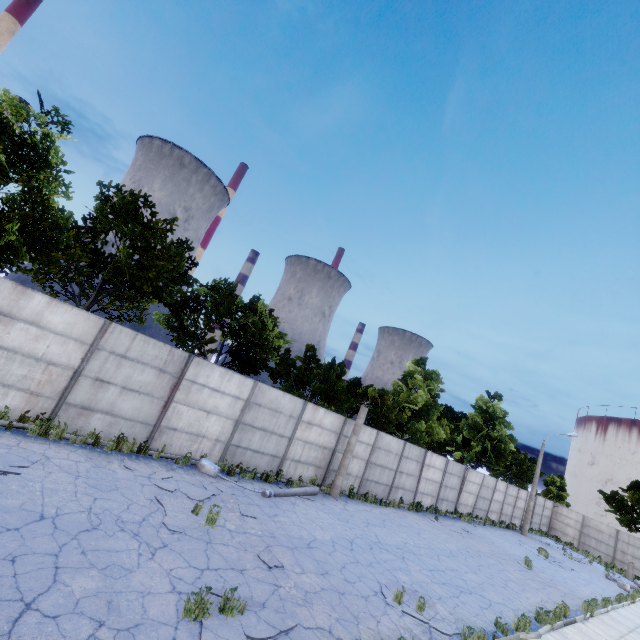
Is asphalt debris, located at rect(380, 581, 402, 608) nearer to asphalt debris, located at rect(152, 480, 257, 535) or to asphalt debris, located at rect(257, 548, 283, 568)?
asphalt debris, located at rect(257, 548, 283, 568)

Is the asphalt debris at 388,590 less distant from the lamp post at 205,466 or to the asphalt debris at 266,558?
the asphalt debris at 266,558

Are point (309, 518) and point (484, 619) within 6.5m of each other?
yes

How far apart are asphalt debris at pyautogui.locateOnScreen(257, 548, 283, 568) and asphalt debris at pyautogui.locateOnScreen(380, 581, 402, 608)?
2.86m

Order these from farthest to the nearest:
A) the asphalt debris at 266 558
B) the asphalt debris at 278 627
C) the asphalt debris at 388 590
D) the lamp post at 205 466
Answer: the lamp post at 205 466 < the asphalt debris at 388 590 < the asphalt debris at 266 558 < the asphalt debris at 278 627

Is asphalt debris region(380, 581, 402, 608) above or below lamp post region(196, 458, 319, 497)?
below

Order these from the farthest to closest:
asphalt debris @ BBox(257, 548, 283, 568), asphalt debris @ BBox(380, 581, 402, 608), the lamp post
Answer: the lamp post → asphalt debris @ BBox(380, 581, 402, 608) → asphalt debris @ BBox(257, 548, 283, 568)

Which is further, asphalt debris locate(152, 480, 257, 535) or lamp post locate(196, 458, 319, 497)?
lamp post locate(196, 458, 319, 497)
